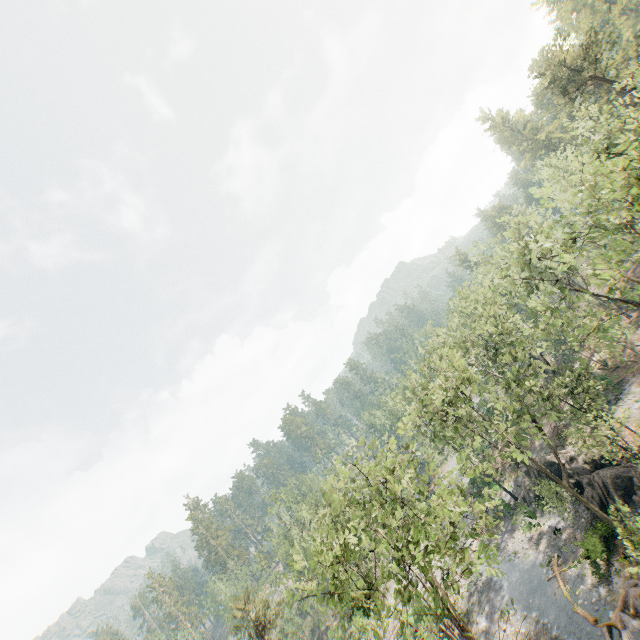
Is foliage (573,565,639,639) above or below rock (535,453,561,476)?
below

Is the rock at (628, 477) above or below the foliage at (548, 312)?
below

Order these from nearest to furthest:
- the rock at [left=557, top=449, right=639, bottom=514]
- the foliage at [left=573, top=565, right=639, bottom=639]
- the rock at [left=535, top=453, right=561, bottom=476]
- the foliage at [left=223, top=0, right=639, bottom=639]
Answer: the foliage at [left=223, top=0, right=639, bottom=639] < the foliage at [left=573, top=565, right=639, bottom=639] < the rock at [left=557, top=449, right=639, bottom=514] < the rock at [left=535, top=453, right=561, bottom=476]

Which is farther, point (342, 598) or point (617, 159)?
point (617, 159)

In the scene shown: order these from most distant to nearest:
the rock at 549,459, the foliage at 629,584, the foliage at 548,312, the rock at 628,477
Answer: the rock at 549,459 < the rock at 628,477 < the foliage at 629,584 < the foliage at 548,312

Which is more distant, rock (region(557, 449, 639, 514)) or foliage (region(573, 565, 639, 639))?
rock (region(557, 449, 639, 514))

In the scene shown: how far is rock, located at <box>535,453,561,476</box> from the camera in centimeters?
3297cm
